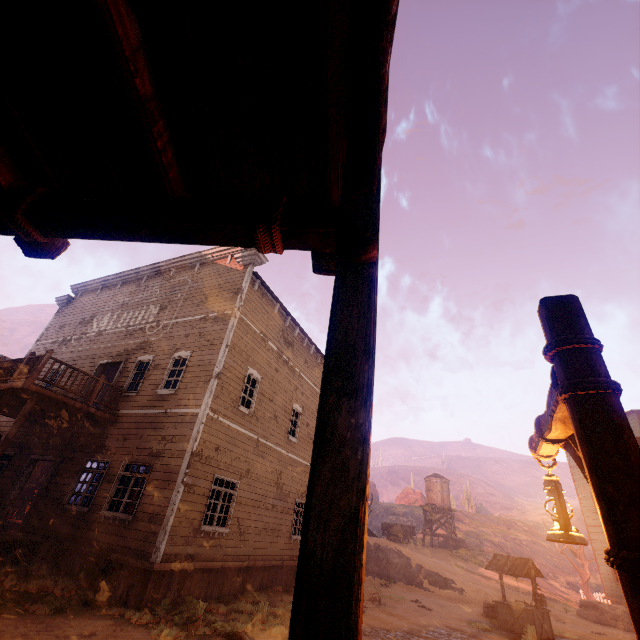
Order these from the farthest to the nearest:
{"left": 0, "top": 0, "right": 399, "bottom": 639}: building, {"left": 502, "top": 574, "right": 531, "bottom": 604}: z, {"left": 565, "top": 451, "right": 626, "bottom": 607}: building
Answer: {"left": 565, "top": 451, "right": 626, "bottom": 607}: building
{"left": 502, "top": 574, "right": 531, "bottom": 604}: z
{"left": 0, "top": 0, "right": 399, "bottom": 639}: building

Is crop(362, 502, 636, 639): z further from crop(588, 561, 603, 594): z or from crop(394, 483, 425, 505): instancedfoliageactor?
crop(588, 561, 603, 594): z

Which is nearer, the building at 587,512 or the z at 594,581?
the building at 587,512

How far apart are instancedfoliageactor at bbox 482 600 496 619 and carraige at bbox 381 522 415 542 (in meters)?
18.12

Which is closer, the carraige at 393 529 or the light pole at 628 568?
the light pole at 628 568

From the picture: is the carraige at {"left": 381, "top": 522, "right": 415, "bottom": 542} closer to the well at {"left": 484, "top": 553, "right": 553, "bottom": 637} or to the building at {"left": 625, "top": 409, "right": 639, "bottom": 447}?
the building at {"left": 625, "top": 409, "right": 639, "bottom": 447}

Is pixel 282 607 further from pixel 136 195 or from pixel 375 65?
pixel 375 65

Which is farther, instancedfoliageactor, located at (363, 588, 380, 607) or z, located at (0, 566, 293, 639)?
instancedfoliageactor, located at (363, 588, 380, 607)
